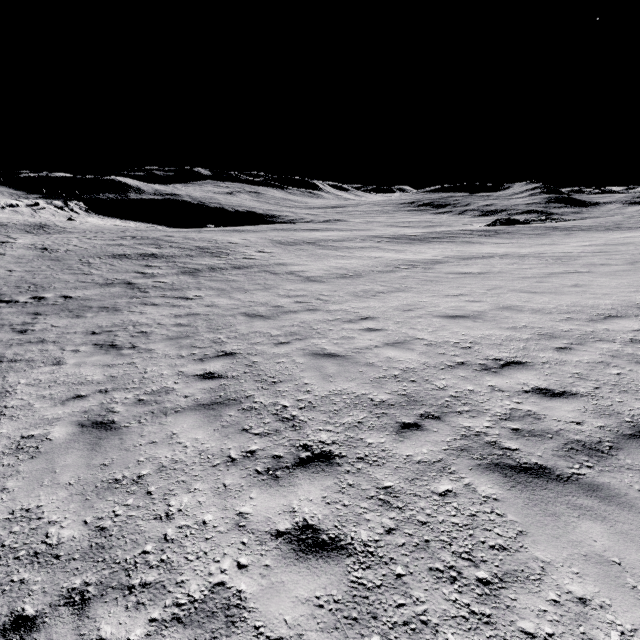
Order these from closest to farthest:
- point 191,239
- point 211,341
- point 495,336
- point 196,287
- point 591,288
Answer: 1. point 495,336
2. point 211,341
3. point 591,288
4. point 196,287
5. point 191,239
